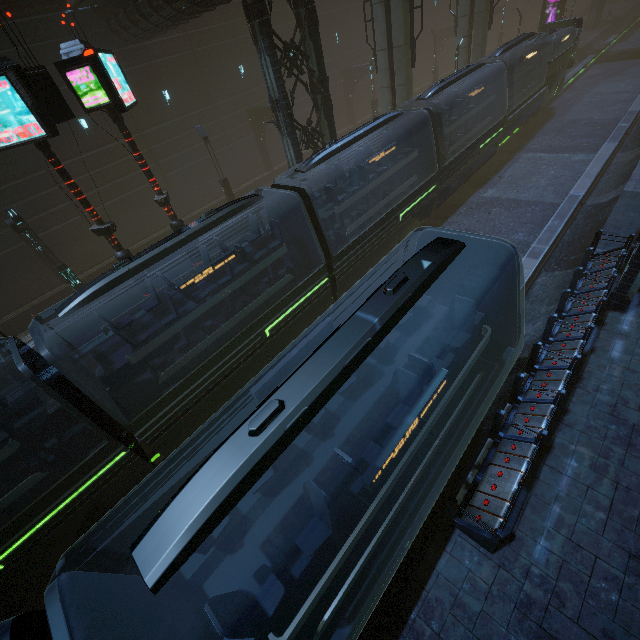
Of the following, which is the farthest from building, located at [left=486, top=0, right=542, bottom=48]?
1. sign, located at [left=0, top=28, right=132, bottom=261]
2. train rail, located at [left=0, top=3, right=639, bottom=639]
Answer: sign, located at [left=0, top=28, right=132, bottom=261]

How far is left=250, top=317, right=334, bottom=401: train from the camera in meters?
5.1

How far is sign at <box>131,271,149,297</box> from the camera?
12.6m

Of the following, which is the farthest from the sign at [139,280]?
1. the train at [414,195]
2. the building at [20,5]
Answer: the train at [414,195]

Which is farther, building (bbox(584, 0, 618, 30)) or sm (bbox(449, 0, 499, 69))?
building (bbox(584, 0, 618, 30))

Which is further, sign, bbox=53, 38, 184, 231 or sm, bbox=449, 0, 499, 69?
sm, bbox=449, 0, 499, 69

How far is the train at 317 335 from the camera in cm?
514

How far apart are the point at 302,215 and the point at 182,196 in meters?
18.0 m
